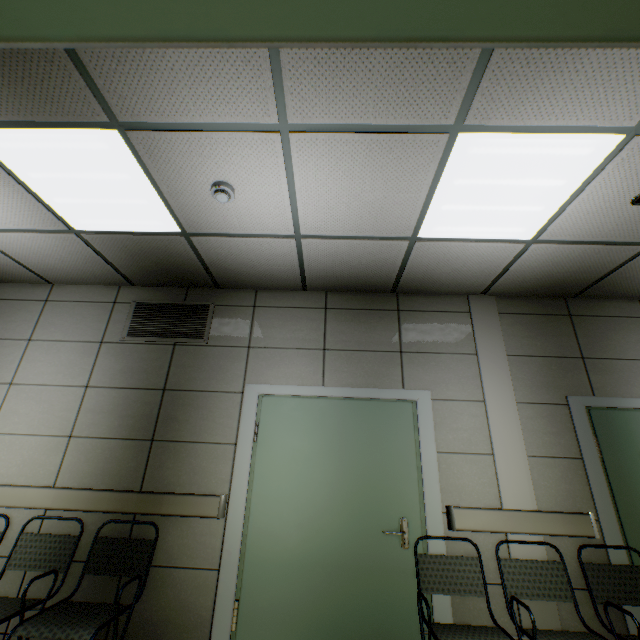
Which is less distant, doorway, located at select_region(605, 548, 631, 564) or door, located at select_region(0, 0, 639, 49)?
door, located at select_region(0, 0, 639, 49)

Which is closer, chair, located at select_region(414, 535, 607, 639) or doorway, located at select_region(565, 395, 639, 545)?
chair, located at select_region(414, 535, 607, 639)

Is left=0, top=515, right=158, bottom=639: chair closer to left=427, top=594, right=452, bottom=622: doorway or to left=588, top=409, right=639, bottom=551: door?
left=427, top=594, right=452, bottom=622: doorway

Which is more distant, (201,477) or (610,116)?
(201,477)

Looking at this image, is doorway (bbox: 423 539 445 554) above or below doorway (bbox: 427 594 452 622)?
above

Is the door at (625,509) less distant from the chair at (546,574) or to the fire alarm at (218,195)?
the chair at (546,574)

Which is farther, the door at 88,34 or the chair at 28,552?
the chair at 28,552

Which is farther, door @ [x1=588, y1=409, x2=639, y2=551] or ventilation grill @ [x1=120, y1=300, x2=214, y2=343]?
ventilation grill @ [x1=120, y1=300, x2=214, y2=343]
